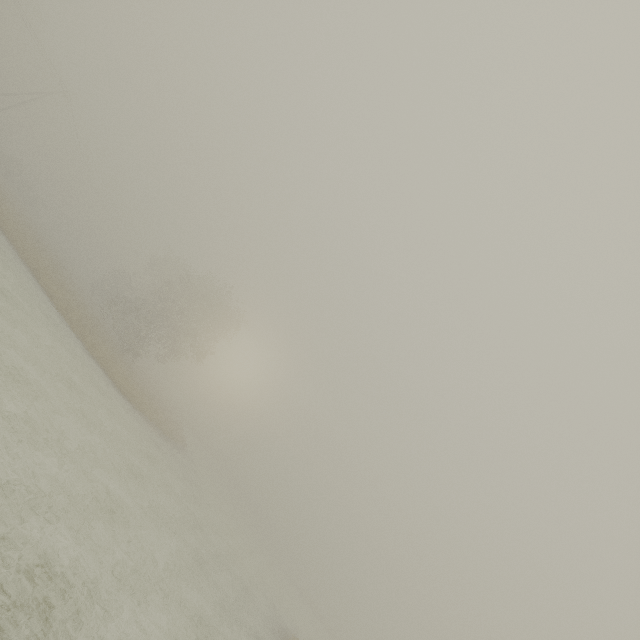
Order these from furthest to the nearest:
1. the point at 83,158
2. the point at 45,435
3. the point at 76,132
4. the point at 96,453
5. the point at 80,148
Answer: the point at 83,158 → the point at 80,148 → the point at 76,132 → the point at 96,453 → the point at 45,435

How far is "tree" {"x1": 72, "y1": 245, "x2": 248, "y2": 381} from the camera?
33.53m

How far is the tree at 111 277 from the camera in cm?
3353
